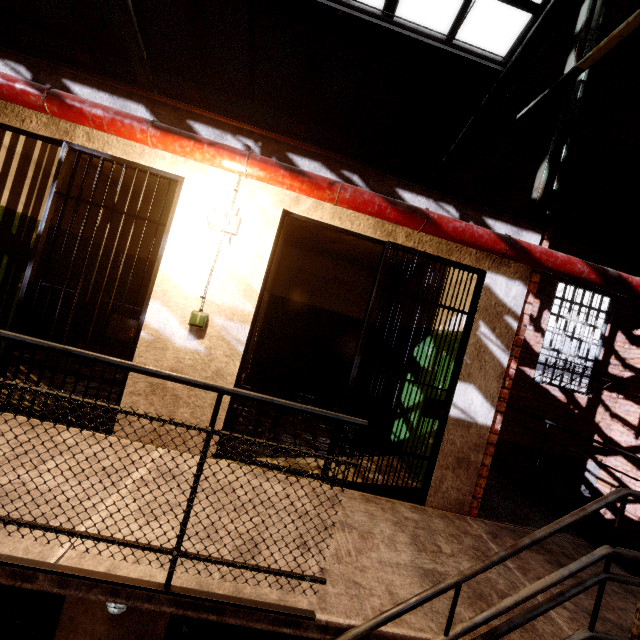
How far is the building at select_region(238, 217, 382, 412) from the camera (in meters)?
5.75

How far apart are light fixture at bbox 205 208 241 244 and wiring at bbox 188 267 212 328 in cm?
5

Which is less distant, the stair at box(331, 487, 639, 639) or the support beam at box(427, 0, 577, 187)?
the stair at box(331, 487, 639, 639)

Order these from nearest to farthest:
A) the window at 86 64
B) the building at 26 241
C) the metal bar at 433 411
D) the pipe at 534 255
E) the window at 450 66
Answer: the pipe at 534 255, the metal bar at 433 411, the building at 26 241, the window at 450 66, the window at 86 64

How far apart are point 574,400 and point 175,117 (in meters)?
9.57

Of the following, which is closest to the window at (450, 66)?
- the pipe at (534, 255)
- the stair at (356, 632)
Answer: the pipe at (534, 255)

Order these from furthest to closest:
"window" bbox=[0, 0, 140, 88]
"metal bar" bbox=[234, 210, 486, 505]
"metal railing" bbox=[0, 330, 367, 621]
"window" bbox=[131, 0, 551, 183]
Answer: "window" bbox=[0, 0, 140, 88]
"window" bbox=[131, 0, 551, 183]
"metal bar" bbox=[234, 210, 486, 505]
"metal railing" bbox=[0, 330, 367, 621]

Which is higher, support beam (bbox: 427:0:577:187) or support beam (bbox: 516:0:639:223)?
support beam (bbox: 427:0:577:187)
